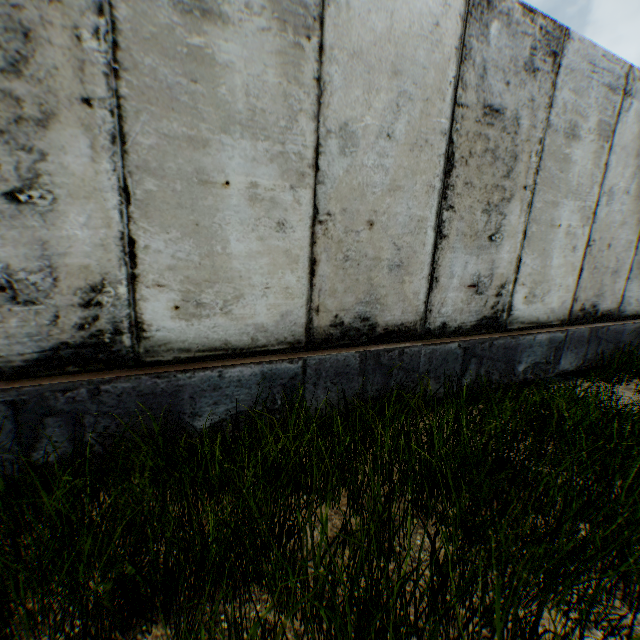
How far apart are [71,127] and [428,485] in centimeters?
308cm
